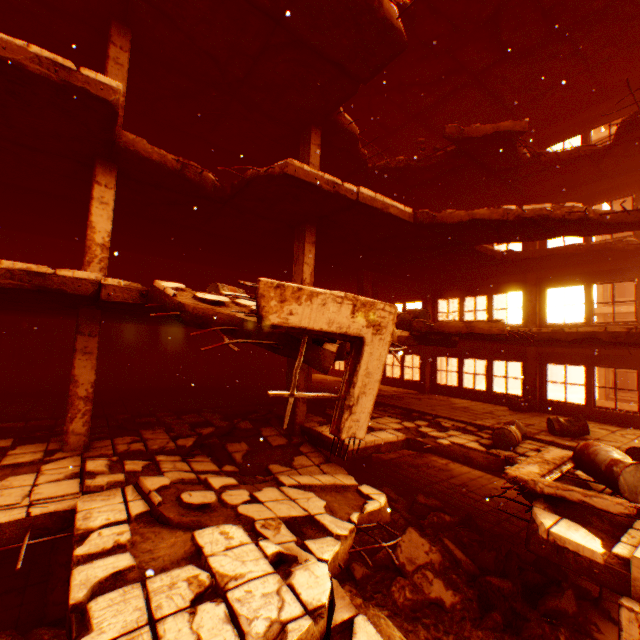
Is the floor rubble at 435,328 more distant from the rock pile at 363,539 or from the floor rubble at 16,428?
the rock pile at 363,539

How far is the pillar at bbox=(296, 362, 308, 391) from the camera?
9.0 meters

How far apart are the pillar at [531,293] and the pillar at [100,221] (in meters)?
14.50

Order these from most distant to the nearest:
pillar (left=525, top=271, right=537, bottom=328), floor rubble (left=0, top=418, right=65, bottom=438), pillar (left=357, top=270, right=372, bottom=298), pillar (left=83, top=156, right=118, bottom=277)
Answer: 1. pillar (left=357, top=270, right=372, bottom=298)
2. pillar (left=525, top=271, right=537, bottom=328)
3. floor rubble (left=0, top=418, right=65, bottom=438)
4. pillar (left=83, top=156, right=118, bottom=277)

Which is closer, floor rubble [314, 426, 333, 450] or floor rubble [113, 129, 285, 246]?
floor rubble [113, 129, 285, 246]

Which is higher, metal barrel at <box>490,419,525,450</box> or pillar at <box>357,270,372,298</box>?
pillar at <box>357,270,372,298</box>

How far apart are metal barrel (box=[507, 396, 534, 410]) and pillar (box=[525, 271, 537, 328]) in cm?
231

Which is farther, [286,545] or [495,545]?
[495,545]
